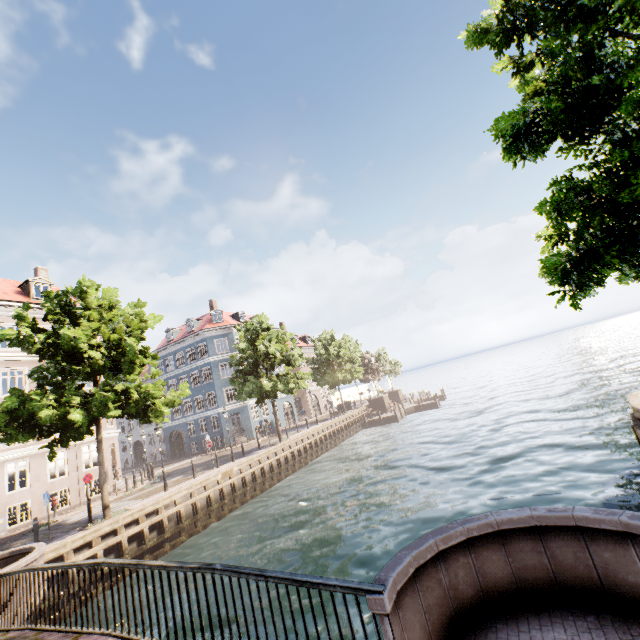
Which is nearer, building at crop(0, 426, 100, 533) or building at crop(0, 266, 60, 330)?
building at crop(0, 426, 100, 533)

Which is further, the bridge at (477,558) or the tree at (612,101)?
the tree at (612,101)

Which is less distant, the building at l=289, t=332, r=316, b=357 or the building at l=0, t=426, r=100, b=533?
the building at l=0, t=426, r=100, b=533

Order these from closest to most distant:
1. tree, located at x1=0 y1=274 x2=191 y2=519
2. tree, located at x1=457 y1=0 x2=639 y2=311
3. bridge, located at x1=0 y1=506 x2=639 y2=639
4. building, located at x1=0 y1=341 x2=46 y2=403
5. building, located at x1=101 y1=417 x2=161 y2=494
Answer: bridge, located at x1=0 y1=506 x2=639 y2=639 < tree, located at x1=457 y1=0 x2=639 y2=311 < tree, located at x1=0 y1=274 x2=191 y2=519 < building, located at x1=0 y1=341 x2=46 y2=403 < building, located at x1=101 y1=417 x2=161 y2=494

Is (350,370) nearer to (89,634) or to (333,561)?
(333,561)

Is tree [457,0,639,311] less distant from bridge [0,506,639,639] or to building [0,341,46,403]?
bridge [0,506,639,639]

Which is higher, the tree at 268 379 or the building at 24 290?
the building at 24 290
